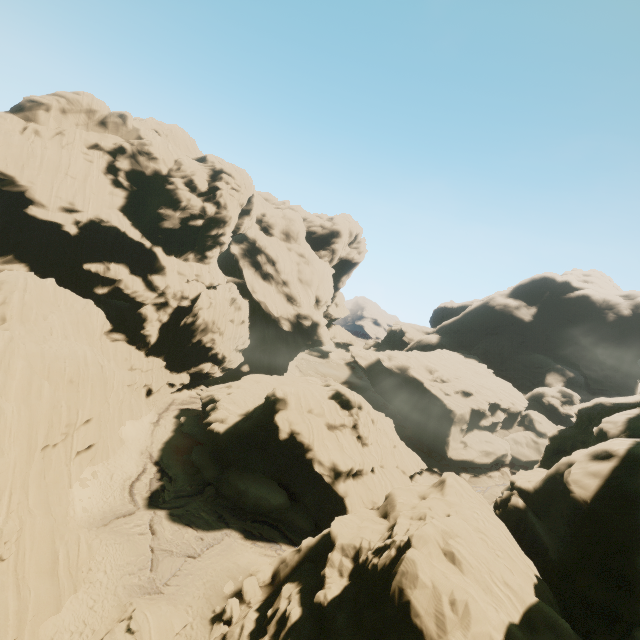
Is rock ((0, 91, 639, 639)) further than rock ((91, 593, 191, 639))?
No

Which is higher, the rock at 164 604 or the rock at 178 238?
the rock at 178 238

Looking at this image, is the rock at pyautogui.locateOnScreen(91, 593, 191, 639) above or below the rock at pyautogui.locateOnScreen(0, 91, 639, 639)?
below

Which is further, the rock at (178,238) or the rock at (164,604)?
the rock at (164,604)

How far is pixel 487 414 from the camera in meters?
59.2 m
